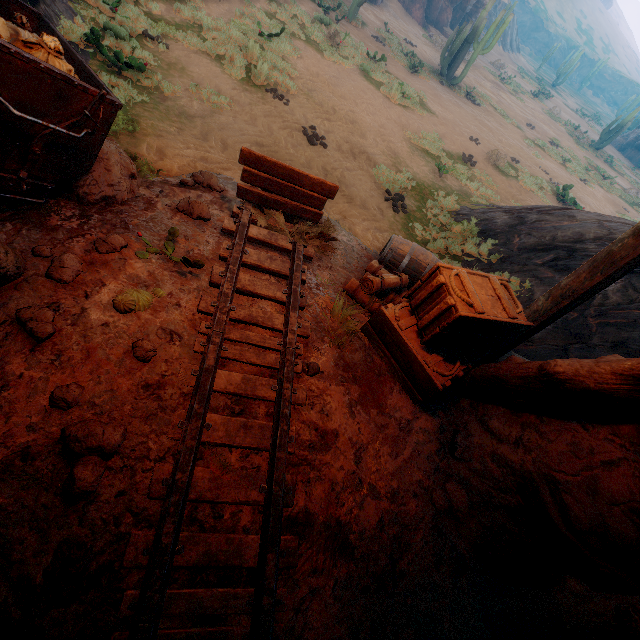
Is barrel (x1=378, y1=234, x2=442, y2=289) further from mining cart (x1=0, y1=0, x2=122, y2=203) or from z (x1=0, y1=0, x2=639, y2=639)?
mining cart (x1=0, y1=0, x2=122, y2=203)

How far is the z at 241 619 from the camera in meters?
2.0

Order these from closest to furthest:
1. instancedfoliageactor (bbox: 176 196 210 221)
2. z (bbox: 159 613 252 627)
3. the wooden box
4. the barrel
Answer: z (bbox: 159 613 252 627) < the wooden box < instancedfoliageactor (bbox: 176 196 210 221) < the barrel

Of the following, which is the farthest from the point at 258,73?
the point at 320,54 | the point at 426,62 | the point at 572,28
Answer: the point at 572,28

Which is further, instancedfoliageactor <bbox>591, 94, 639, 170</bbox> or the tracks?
instancedfoliageactor <bbox>591, 94, 639, 170</bbox>

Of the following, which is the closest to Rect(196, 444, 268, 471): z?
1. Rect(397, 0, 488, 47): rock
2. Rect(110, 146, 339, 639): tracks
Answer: Rect(110, 146, 339, 639): tracks

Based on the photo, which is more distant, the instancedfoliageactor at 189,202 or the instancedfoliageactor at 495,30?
the instancedfoliageactor at 495,30

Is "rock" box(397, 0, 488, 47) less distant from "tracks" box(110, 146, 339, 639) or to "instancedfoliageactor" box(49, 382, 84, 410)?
"tracks" box(110, 146, 339, 639)
